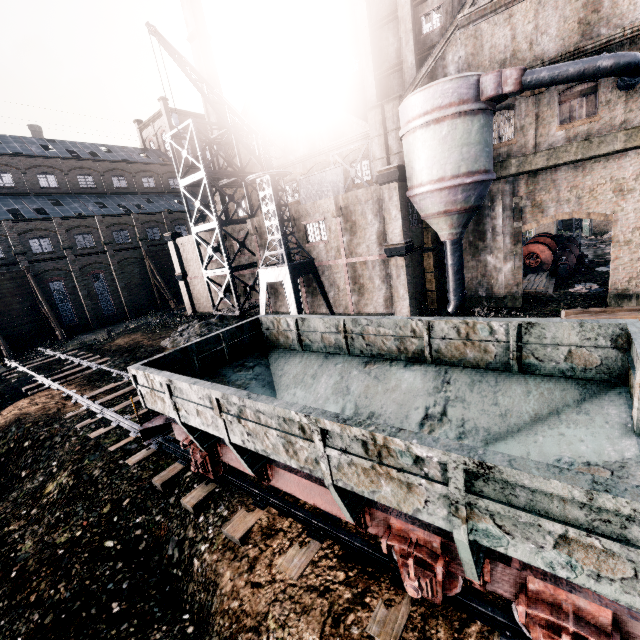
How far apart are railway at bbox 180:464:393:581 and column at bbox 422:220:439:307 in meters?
19.4 m

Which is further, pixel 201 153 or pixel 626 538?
pixel 201 153

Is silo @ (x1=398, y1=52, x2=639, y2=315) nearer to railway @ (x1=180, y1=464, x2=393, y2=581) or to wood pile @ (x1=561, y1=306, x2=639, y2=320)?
wood pile @ (x1=561, y1=306, x2=639, y2=320)

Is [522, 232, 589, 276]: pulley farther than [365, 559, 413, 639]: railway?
Yes

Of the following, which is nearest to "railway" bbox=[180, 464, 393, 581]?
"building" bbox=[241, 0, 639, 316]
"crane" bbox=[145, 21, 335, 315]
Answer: "building" bbox=[241, 0, 639, 316]

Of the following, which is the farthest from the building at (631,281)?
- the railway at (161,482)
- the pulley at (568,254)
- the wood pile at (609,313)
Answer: the railway at (161,482)

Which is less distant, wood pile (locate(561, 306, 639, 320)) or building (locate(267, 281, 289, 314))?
wood pile (locate(561, 306, 639, 320))

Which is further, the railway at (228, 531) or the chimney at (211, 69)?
the chimney at (211, 69)
